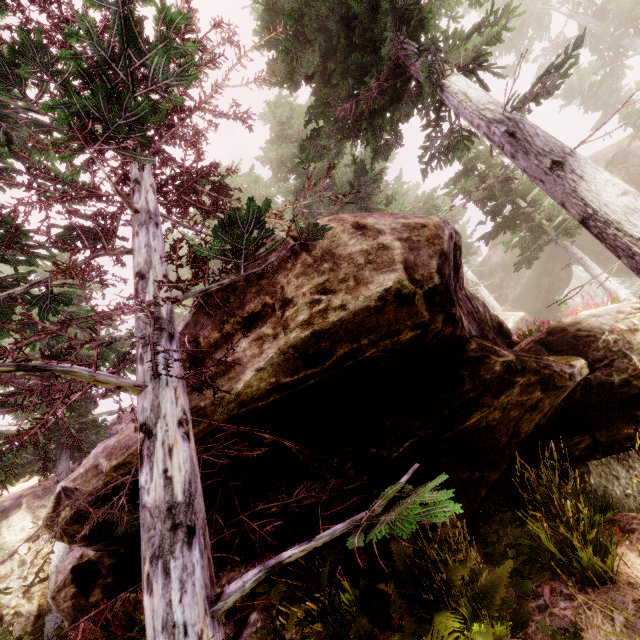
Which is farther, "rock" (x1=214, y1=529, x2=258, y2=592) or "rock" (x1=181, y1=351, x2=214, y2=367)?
"rock" (x1=214, y1=529, x2=258, y2=592)

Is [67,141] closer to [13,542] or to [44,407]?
[44,407]

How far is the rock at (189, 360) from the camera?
4.0 meters

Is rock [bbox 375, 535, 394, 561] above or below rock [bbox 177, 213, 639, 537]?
below

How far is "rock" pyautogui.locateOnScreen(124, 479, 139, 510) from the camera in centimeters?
439cm

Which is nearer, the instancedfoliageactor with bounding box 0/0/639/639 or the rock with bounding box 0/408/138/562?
the instancedfoliageactor with bounding box 0/0/639/639
